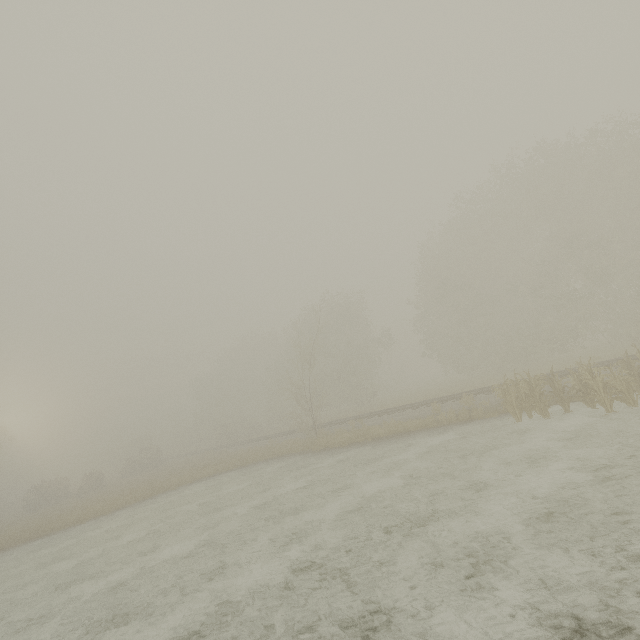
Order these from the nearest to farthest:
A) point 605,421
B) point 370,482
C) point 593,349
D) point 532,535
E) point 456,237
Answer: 1. point 532,535
2. point 605,421
3. point 370,482
4. point 593,349
5. point 456,237
